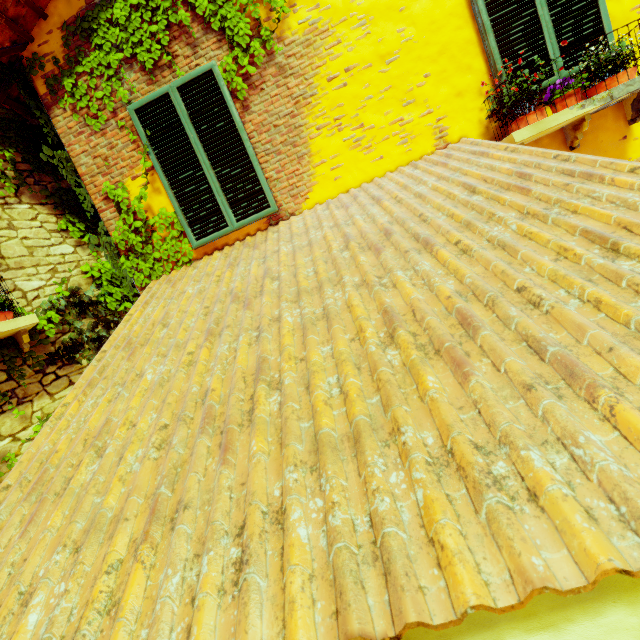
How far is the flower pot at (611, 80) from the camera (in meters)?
2.91

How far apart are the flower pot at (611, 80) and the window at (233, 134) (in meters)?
2.88

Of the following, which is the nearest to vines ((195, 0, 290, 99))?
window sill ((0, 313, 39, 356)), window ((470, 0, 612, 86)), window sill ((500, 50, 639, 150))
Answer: window sill ((0, 313, 39, 356))

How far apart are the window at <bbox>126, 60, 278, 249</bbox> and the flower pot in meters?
2.9 m

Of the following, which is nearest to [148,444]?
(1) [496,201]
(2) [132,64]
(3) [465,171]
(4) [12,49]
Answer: (1) [496,201]

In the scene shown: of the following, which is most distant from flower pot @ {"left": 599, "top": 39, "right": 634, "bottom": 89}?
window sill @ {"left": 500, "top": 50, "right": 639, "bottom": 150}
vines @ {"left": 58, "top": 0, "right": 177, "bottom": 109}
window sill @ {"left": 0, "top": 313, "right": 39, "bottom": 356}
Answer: window sill @ {"left": 0, "top": 313, "right": 39, "bottom": 356}

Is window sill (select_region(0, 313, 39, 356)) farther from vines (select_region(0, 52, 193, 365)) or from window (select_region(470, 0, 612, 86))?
window (select_region(470, 0, 612, 86))

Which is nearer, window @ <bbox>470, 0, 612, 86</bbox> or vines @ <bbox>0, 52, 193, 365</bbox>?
window @ <bbox>470, 0, 612, 86</bbox>
